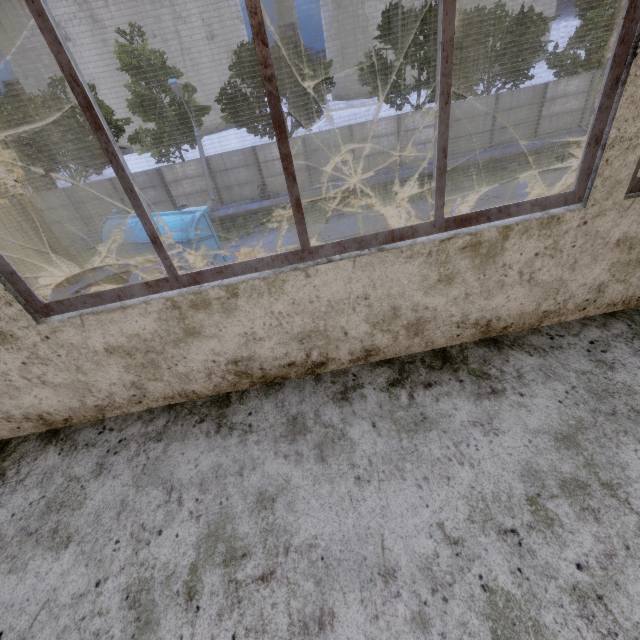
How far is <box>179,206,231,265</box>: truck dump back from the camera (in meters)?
12.86

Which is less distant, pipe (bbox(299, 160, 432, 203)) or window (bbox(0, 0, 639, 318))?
window (bbox(0, 0, 639, 318))

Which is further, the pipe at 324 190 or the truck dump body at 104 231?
the pipe at 324 190

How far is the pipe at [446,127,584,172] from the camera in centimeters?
1783cm

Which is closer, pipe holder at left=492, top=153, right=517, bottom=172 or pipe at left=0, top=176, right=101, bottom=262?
pipe at left=0, top=176, right=101, bottom=262

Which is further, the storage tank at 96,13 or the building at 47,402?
the storage tank at 96,13

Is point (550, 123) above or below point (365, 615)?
below

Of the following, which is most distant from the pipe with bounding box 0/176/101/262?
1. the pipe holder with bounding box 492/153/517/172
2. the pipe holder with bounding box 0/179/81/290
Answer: the pipe holder with bounding box 492/153/517/172
